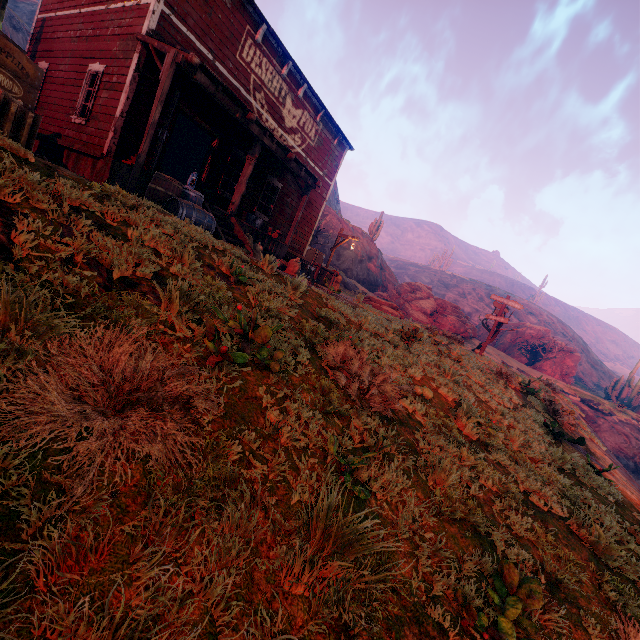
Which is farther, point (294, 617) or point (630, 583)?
point (630, 583)

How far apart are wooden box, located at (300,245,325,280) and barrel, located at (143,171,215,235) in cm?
928

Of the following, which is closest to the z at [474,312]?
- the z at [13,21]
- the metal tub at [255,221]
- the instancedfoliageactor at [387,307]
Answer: the z at [13,21]

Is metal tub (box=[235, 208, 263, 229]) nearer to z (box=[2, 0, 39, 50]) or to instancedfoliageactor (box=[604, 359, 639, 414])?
z (box=[2, 0, 39, 50])

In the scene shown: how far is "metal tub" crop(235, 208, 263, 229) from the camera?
11.9m

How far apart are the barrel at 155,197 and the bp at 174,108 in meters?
1.0

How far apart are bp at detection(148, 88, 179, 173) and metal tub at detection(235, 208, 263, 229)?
3.1m

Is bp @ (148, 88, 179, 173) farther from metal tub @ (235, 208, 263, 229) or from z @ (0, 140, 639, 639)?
metal tub @ (235, 208, 263, 229)
